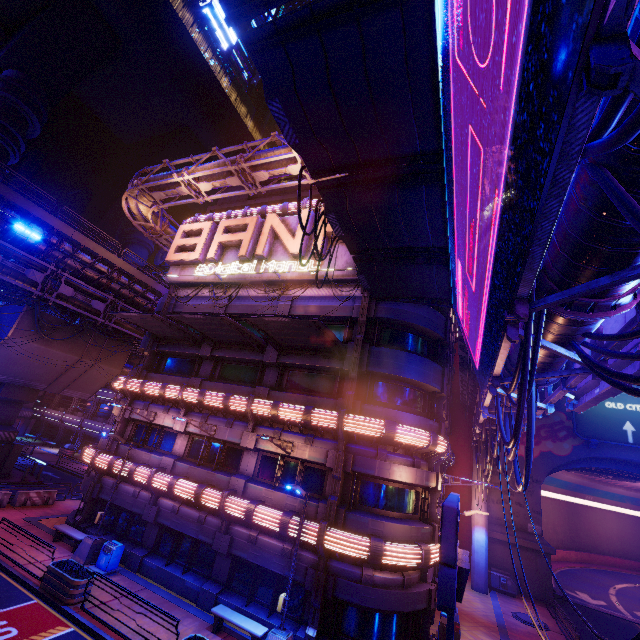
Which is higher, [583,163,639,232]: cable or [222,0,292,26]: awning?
[222,0,292,26]: awning

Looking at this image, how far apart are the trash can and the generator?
26.5 meters

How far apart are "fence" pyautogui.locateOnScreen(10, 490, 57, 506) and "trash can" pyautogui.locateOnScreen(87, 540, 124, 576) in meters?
10.5 m

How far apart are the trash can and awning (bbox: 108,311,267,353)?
10.9 meters

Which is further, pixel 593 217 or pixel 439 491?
pixel 439 491

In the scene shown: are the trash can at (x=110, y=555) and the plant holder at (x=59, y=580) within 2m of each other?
yes

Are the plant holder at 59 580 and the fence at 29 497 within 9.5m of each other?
no

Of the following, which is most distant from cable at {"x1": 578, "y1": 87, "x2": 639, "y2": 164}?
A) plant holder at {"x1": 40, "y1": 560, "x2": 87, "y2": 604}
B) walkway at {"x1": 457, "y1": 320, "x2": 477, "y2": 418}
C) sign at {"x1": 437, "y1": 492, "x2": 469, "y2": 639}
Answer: plant holder at {"x1": 40, "y1": 560, "x2": 87, "y2": 604}
